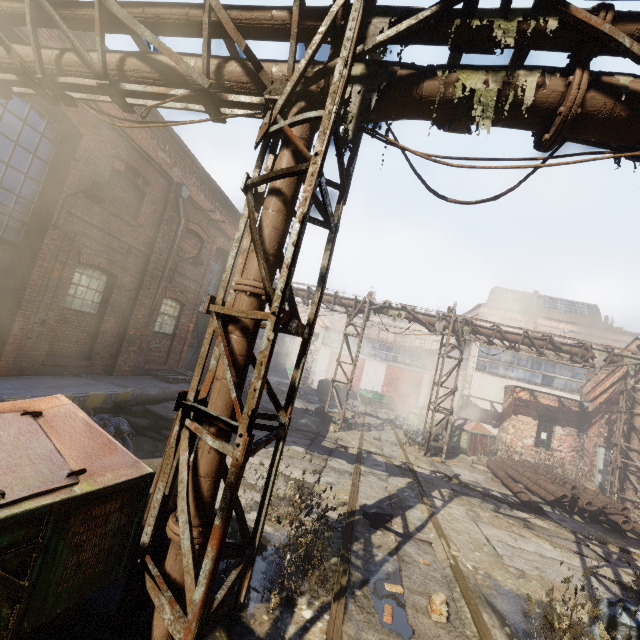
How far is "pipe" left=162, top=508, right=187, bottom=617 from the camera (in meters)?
2.87

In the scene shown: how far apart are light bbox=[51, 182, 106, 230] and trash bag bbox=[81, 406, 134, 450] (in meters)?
4.03

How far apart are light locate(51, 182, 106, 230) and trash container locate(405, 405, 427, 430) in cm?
1747

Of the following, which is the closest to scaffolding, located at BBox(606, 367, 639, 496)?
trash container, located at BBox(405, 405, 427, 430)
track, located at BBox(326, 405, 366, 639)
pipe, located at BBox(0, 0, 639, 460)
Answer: pipe, located at BBox(0, 0, 639, 460)

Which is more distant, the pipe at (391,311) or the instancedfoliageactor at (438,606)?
the pipe at (391,311)

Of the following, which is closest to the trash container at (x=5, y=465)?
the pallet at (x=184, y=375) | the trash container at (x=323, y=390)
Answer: the pallet at (x=184, y=375)

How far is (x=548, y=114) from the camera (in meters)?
3.14

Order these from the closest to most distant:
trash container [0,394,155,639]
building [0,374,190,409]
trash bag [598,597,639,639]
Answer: trash container [0,394,155,639]
trash bag [598,597,639,639]
building [0,374,190,409]
